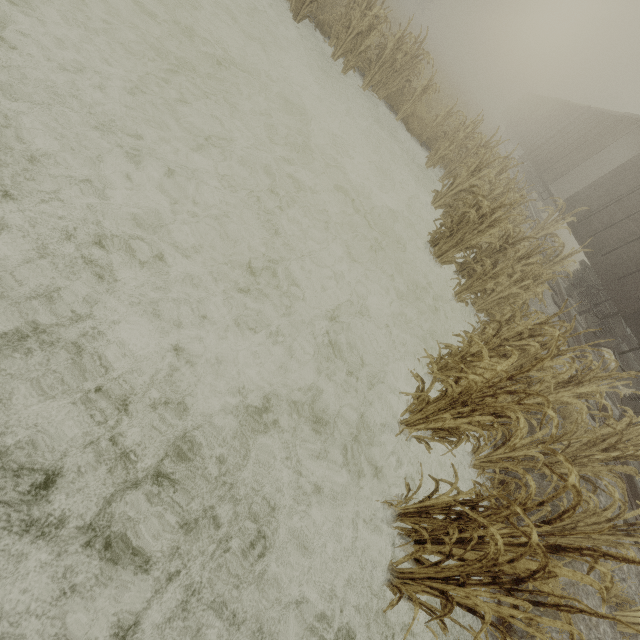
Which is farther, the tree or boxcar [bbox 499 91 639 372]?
boxcar [bbox 499 91 639 372]

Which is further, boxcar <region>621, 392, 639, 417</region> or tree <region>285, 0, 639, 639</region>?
boxcar <region>621, 392, 639, 417</region>

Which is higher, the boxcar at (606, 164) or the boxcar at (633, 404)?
the boxcar at (606, 164)

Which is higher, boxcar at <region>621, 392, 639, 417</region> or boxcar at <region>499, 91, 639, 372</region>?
boxcar at <region>499, 91, 639, 372</region>

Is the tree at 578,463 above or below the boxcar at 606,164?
below

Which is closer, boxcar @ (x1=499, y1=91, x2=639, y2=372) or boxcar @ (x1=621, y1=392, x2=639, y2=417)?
boxcar @ (x1=621, y1=392, x2=639, y2=417)

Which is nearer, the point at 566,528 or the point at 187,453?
the point at 187,453

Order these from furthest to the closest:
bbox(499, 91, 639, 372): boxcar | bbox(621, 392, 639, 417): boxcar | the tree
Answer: bbox(499, 91, 639, 372): boxcar < bbox(621, 392, 639, 417): boxcar < the tree
